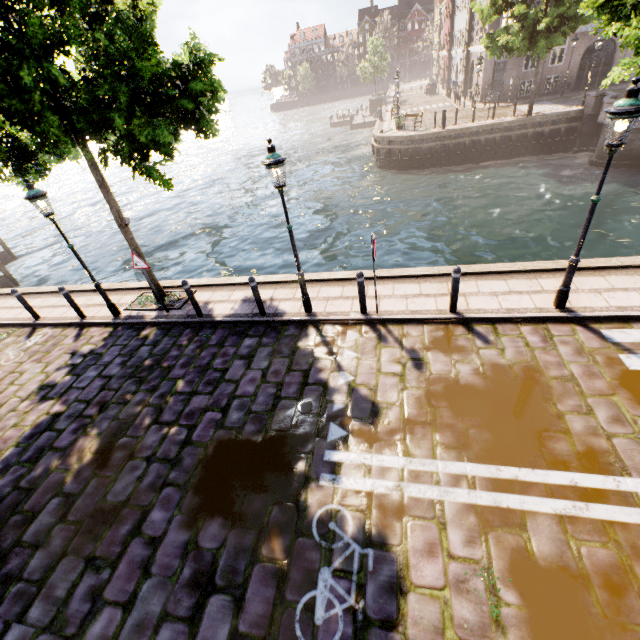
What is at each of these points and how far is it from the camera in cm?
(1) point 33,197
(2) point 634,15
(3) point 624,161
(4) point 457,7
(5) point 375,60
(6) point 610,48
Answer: (1) street light, 735
(2) tree, 573
(3) bridge, 1847
(4) building, 3975
(5) tree, 4553
(6) building, 3053

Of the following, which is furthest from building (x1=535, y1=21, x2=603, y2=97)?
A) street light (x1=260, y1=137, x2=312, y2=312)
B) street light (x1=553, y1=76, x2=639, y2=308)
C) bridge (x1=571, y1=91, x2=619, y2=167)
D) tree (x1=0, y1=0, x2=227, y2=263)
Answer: street light (x1=260, y1=137, x2=312, y2=312)

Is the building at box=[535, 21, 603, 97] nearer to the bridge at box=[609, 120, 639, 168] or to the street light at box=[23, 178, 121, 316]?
the bridge at box=[609, 120, 639, 168]

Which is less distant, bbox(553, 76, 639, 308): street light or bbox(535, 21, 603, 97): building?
bbox(553, 76, 639, 308): street light

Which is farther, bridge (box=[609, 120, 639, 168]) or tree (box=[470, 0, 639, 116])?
bridge (box=[609, 120, 639, 168])

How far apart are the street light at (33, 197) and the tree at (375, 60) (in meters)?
52.78

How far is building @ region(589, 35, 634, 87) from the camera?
25.84m

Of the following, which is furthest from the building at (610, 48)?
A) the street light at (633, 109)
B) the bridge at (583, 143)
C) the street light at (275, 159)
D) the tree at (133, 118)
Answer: the street light at (275, 159)
